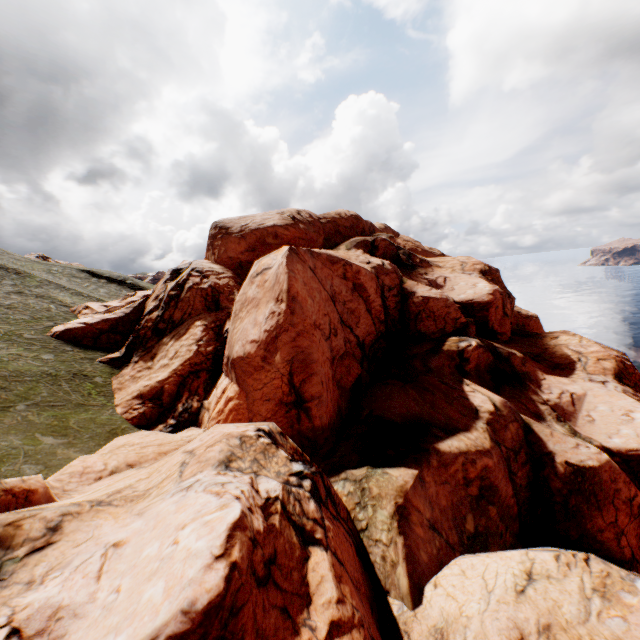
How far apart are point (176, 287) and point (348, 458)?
23.11m
